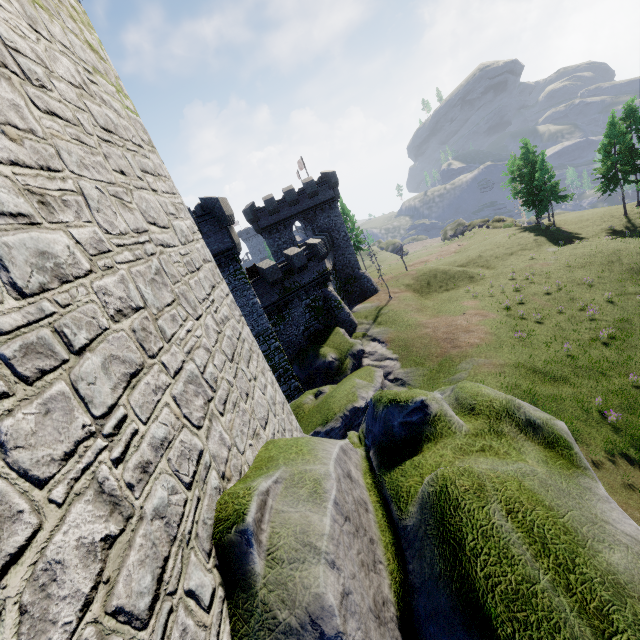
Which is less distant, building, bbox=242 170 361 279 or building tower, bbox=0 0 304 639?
building tower, bbox=0 0 304 639

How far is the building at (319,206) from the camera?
37.5m

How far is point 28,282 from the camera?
2.0m

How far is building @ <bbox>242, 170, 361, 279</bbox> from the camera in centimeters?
3747cm

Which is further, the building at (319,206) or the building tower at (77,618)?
the building at (319,206)
